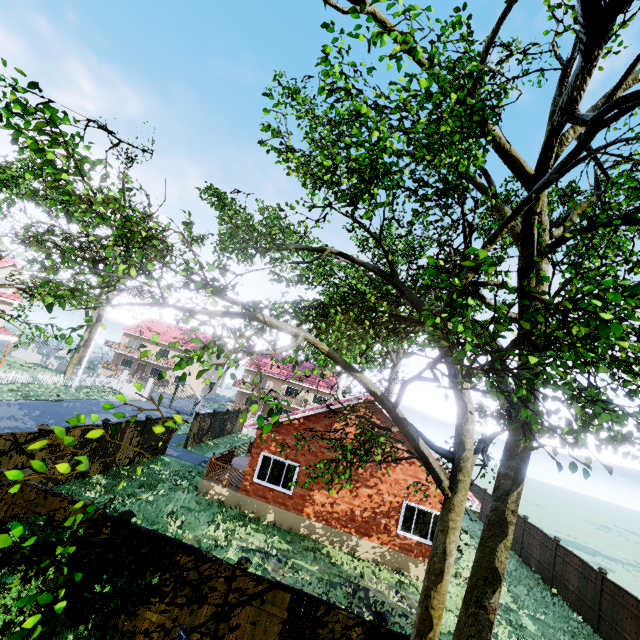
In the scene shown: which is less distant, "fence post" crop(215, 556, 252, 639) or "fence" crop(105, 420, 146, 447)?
"fence post" crop(215, 556, 252, 639)

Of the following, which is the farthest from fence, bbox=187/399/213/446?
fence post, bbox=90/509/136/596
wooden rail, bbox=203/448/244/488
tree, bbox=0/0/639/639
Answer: wooden rail, bbox=203/448/244/488

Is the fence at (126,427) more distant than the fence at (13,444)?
Yes

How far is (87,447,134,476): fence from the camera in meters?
14.6 m

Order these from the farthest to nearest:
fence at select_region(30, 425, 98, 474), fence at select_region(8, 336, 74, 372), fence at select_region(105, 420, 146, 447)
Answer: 1. fence at select_region(8, 336, 74, 372)
2. fence at select_region(105, 420, 146, 447)
3. fence at select_region(30, 425, 98, 474)

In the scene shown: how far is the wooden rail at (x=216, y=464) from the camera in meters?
15.7

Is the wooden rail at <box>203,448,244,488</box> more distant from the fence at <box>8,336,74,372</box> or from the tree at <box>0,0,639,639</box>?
the tree at <box>0,0,639,639</box>

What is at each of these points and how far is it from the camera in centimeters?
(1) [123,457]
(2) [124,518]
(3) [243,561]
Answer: (1) fence, 1630cm
(2) fence post, 747cm
(3) fence post, 707cm
